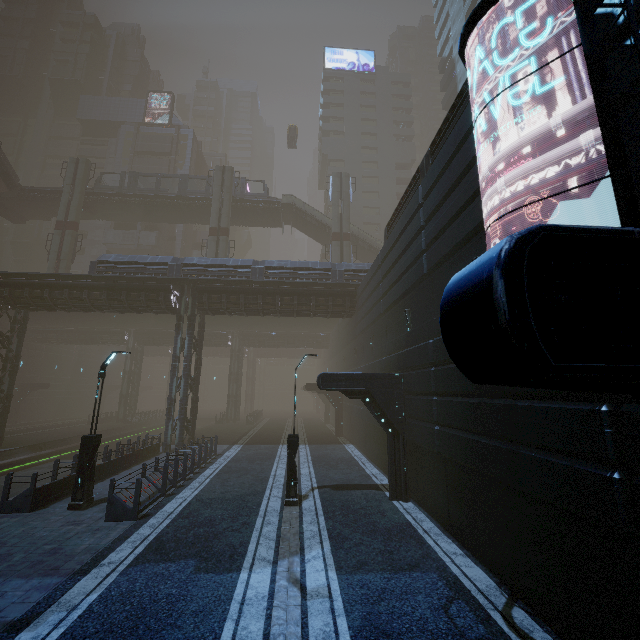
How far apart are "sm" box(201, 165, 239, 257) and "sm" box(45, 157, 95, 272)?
12.91m

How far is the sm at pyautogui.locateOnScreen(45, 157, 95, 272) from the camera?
34.2 meters

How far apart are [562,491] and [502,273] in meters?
6.0 m

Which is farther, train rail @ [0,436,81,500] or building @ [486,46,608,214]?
train rail @ [0,436,81,500]

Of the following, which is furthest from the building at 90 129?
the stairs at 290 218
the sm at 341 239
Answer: the sm at 341 239

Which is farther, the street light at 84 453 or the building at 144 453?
the building at 144 453

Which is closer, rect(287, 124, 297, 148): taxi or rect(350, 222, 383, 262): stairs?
rect(350, 222, 383, 262): stairs

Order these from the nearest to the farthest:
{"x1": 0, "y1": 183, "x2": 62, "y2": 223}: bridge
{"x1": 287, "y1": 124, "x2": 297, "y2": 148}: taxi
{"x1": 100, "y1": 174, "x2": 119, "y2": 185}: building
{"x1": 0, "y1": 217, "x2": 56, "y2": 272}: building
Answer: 1. {"x1": 0, "y1": 183, "x2": 62, "y2": 223}: bridge
2. {"x1": 100, "y1": 174, "x2": 119, "y2": 185}: building
3. {"x1": 287, "y1": 124, "x2": 297, "y2": 148}: taxi
4. {"x1": 0, "y1": 217, "x2": 56, "y2": 272}: building
